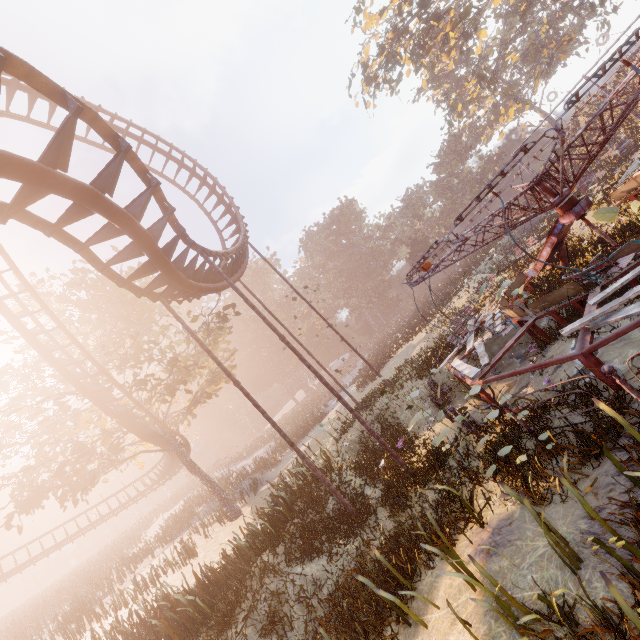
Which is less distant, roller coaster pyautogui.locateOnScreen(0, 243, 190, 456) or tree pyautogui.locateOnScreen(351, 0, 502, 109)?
roller coaster pyautogui.locateOnScreen(0, 243, 190, 456)

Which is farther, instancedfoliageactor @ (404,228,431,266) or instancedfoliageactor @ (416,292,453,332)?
instancedfoliageactor @ (404,228,431,266)

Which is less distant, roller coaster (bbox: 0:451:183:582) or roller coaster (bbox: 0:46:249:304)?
roller coaster (bbox: 0:46:249:304)

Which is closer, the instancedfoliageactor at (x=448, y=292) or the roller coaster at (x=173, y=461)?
the instancedfoliageactor at (x=448, y=292)

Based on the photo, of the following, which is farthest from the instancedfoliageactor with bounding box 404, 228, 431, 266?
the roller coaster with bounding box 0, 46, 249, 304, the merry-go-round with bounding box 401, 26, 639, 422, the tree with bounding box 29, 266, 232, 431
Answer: the roller coaster with bounding box 0, 46, 249, 304

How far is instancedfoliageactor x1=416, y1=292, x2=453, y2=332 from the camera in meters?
22.0

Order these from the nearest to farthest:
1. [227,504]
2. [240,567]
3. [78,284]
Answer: [240,567]
[78,284]
[227,504]

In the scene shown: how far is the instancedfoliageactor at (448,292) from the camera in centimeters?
2615cm
